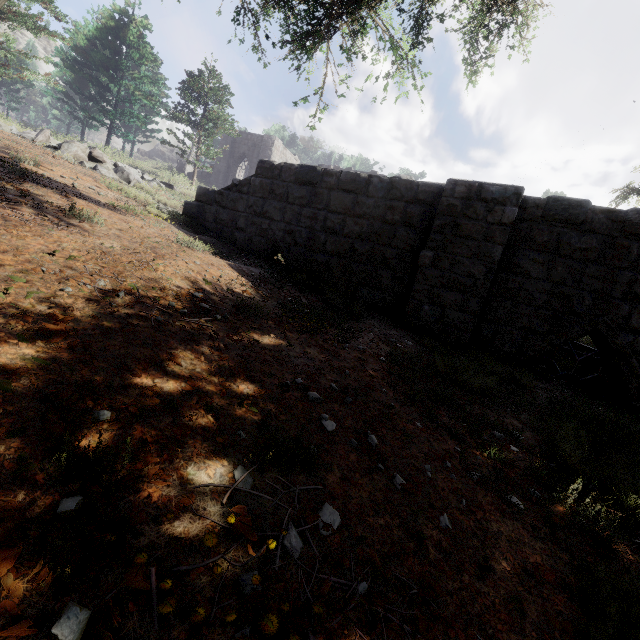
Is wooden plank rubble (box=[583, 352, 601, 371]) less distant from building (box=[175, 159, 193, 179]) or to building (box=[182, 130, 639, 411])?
building (box=[182, 130, 639, 411])

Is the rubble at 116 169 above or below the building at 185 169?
below

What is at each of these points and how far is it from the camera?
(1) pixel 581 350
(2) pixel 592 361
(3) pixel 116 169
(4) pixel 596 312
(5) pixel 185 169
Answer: (1) wooden plank rubble, 8.1m
(2) wooden plank rubble, 6.5m
(3) rubble, 11.6m
(4) building, 5.4m
(5) building, 32.9m

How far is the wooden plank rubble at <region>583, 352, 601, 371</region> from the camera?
6.41m

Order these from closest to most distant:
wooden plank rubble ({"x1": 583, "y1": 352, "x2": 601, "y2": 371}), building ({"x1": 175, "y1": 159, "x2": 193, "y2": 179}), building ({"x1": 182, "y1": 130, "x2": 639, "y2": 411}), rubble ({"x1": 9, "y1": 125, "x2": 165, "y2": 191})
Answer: building ({"x1": 182, "y1": 130, "x2": 639, "y2": 411}), wooden plank rubble ({"x1": 583, "y1": 352, "x2": 601, "y2": 371}), rubble ({"x1": 9, "y1": 125, "x2": 165, "y2": 191}), building ({"x1": 175, "y1": 159, "x2": 193, "y2": 179})

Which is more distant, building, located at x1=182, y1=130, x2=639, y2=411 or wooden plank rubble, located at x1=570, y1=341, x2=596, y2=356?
wooden plank rubble, located at x1=570, y1=341, x2=596, y2=356

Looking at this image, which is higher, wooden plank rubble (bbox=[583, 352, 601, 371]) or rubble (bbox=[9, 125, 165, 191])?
rubble (bbox=[9, 125, 165, 191])

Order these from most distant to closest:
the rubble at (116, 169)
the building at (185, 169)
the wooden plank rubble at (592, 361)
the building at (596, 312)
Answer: the building at (185, 169) < the rubble at (116, 169) < the wooden plank rubble at (592, 361) < the building at (596, 312)
